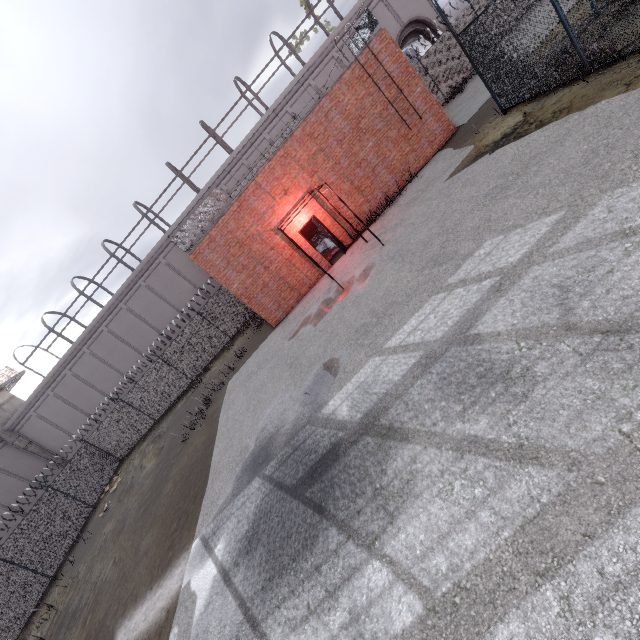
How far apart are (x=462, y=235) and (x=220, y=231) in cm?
1008

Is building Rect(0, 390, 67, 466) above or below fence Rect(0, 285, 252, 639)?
above

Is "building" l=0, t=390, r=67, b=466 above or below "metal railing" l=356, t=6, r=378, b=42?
above

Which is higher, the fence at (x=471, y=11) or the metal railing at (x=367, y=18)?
the metal railing at (x=367, y=18)

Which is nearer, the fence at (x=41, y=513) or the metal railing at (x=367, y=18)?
the metal railing at (x=367, y=18)

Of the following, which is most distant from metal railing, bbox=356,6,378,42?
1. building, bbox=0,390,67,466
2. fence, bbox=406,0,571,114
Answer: building, bbox=0,390,67,466
